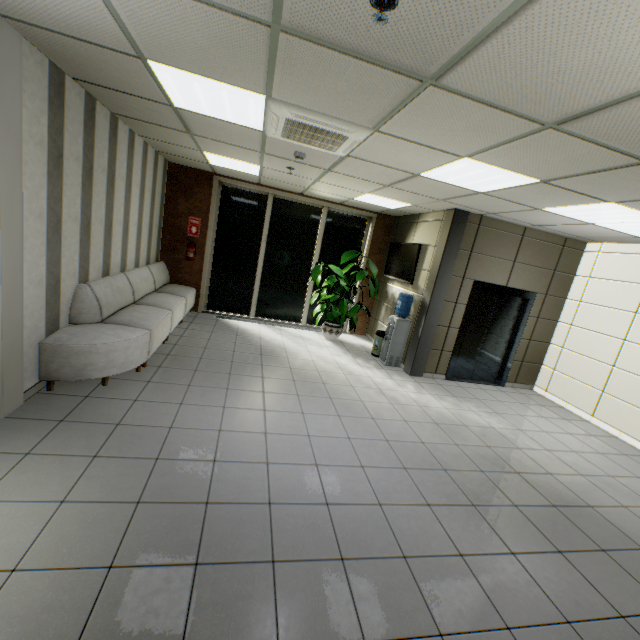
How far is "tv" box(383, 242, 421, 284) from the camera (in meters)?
6.76

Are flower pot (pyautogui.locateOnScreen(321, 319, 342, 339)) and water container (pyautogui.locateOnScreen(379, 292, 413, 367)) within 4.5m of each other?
yes

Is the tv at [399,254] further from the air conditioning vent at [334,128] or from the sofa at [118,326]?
the sofa at [118,326]

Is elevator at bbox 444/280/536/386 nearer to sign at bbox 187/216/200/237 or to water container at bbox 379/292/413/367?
water container at bbox 379/292/413/367

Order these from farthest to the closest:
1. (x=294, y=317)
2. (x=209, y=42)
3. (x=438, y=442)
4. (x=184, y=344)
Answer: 1. (x=294, y=317)
2. (x=184, y=344)
3. (x=438, y=442)
4. (x=209, y=42)

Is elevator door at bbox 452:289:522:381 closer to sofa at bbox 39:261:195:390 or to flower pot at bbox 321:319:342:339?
flower pot at bbox 321:319:342:339

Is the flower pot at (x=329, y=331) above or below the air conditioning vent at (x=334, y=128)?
below

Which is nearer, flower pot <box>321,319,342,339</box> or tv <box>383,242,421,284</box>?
tv <box>383,242,421,284</box>
